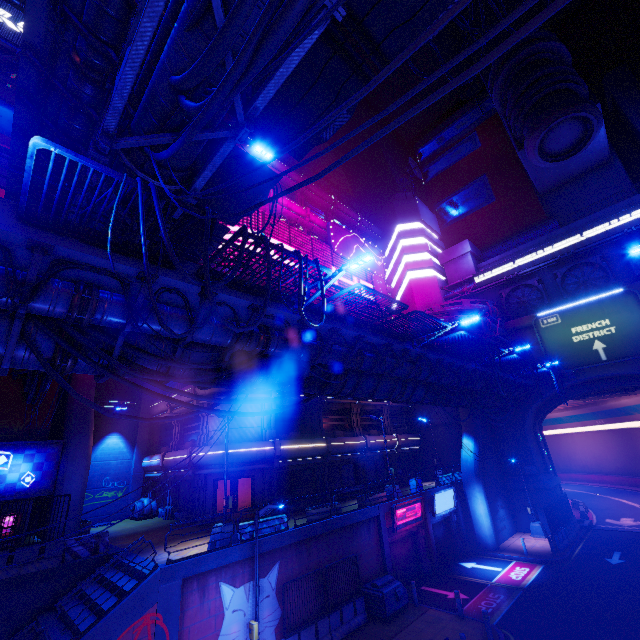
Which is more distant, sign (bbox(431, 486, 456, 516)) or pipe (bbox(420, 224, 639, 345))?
pipe (bbox(420, 224, 639, 345))

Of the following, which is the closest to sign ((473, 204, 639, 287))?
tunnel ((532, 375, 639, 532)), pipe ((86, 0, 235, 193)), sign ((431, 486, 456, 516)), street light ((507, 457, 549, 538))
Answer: pipe ((86, 0, 235, 193))

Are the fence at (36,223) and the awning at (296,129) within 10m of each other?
yes

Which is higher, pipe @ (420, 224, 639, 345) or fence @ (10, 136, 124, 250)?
pipe @ (420, 224, 639, 345)

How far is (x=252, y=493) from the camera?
21.34m

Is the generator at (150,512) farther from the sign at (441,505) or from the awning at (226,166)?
the sign at (441,505)

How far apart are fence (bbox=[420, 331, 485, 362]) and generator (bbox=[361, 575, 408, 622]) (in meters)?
12.21

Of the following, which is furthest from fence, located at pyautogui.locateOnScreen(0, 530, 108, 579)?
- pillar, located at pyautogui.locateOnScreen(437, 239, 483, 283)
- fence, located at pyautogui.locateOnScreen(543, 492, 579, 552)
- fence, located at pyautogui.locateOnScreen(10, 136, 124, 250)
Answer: pillar, located at pyautogui.locateOnScreen(437, 239, 483, 283)
